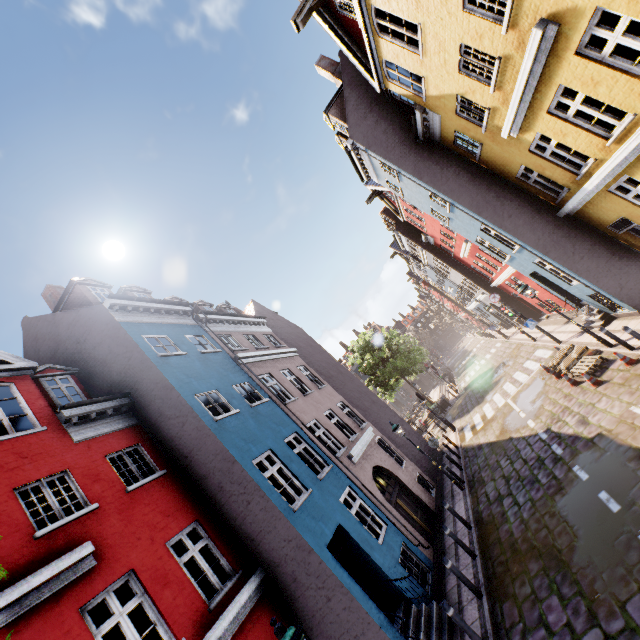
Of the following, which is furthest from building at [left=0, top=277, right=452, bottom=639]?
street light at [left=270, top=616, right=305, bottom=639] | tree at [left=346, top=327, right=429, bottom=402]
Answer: street light at [left=270, top=616, right=305, bottom=639]

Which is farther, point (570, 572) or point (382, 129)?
point (382, 129)

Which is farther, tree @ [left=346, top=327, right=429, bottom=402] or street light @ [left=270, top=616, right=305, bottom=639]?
tree @ [left=346, top=327, right=429, bottom=402]

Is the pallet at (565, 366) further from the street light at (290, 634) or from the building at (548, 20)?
the street light at (290, 634)

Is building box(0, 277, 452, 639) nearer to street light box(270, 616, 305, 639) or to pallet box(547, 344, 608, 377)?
pallet box(547, 344, 608, 377)

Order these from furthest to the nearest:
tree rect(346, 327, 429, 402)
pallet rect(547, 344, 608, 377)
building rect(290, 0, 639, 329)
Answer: tree rect(346, 327, 429, 402) → pallet rect(547, 344, 608, 377) → building rect(290, 0, 639, 329)

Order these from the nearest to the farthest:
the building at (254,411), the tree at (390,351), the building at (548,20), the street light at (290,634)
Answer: the street light at (290,634) → the building at (254,411) → the building at (548,20) → the tree at (390,351)
